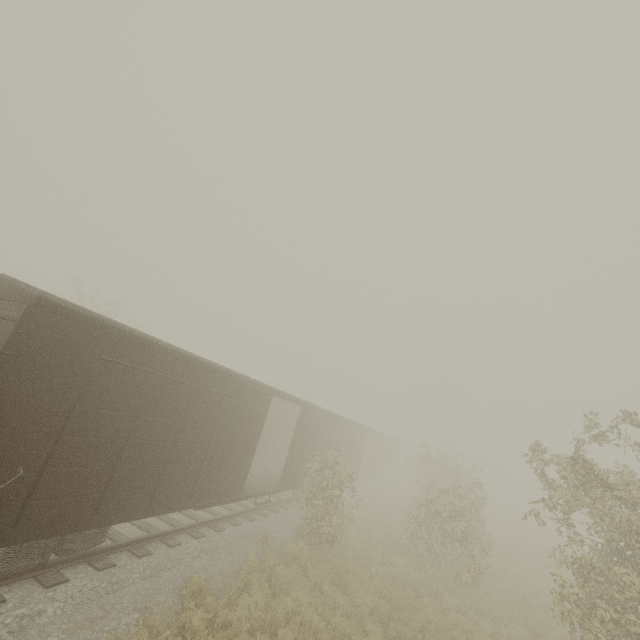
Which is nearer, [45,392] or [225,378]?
[45,392]
